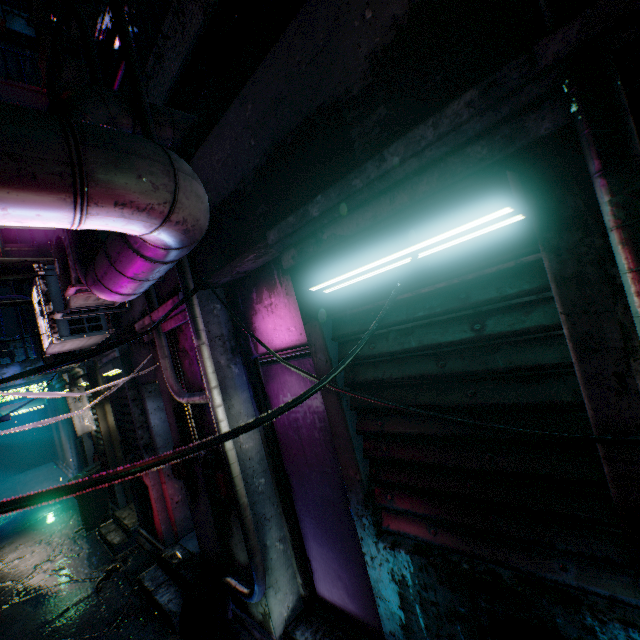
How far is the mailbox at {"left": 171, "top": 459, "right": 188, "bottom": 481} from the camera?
3.16m

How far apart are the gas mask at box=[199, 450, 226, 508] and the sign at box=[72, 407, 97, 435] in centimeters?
437cm

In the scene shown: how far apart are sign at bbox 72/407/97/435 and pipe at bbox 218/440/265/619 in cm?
408

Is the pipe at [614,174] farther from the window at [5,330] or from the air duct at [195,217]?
the window at [5,330]

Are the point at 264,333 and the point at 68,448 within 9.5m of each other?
no

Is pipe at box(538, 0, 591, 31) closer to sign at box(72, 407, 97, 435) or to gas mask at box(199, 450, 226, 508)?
gas mask at box(199, 450, 226, 508)

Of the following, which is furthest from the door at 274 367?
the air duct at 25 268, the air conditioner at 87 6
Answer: the air conditioner at 87 6

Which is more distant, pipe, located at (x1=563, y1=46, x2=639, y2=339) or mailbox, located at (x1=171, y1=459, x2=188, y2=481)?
mailbox, located at (x1=171, y1=459, x2=188, y2=481)
